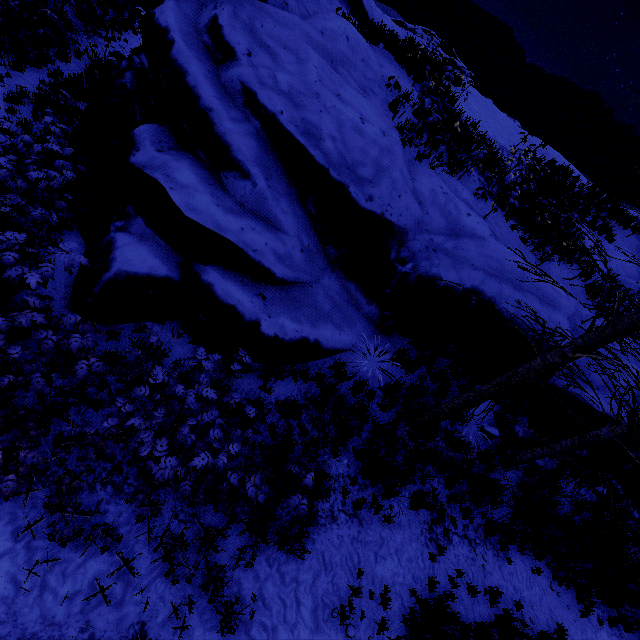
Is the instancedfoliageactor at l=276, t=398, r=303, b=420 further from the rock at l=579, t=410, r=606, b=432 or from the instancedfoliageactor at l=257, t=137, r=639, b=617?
the instancedfoliageactor at l=257, t=137, r=639, b=617

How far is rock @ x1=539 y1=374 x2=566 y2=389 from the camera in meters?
8.0 m

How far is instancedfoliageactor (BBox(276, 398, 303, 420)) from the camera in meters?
5.6

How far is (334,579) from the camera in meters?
4.9 m

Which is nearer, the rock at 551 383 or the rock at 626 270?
the rock at 551 383

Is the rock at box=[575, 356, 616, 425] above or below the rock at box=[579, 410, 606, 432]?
above
